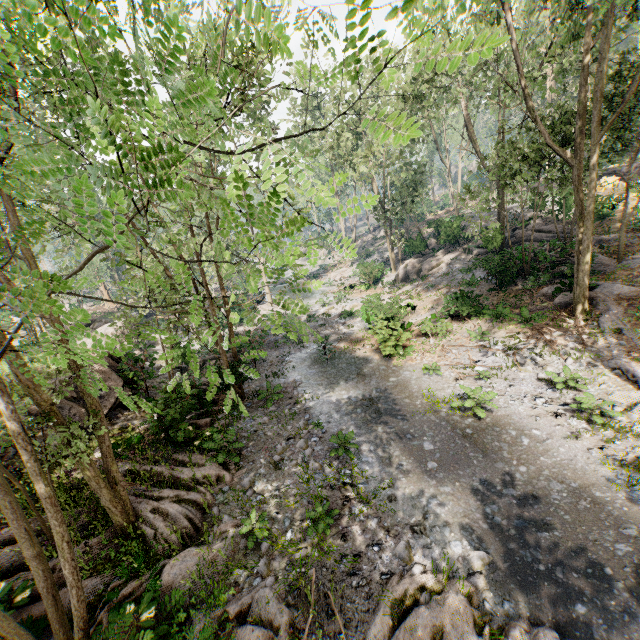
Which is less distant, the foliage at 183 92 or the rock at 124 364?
the foliage at 183 92

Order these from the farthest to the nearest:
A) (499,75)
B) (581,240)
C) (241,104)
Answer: (499,75) < (581,240) < (241,104)

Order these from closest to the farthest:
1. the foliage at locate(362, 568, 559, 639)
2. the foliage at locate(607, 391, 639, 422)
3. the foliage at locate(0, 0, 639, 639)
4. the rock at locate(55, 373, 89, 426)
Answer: the foliage at locate(0, 0, 639, 639) < the foliage at locate(362, 568, 559, 639) < the foliage at locate(607, 391, 639, 422) < the rock at locate(55, 373, 89, 426)

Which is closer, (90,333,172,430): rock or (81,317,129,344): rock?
(90,333,172,430): rock

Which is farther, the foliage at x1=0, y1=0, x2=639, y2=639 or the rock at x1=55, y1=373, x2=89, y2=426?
the rock at x1=55, y1=373, x2=89, y2=426

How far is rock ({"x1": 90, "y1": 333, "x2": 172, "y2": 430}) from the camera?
13.7 meters

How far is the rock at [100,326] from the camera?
22.1 meters
